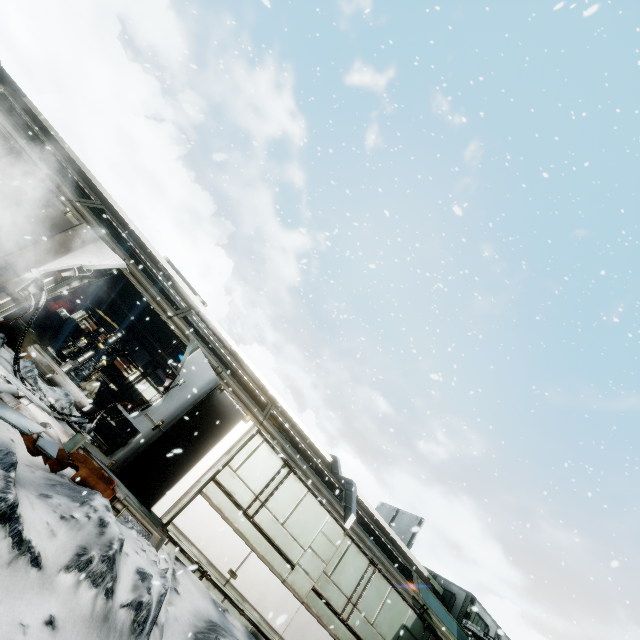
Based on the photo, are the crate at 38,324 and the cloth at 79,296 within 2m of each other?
yes

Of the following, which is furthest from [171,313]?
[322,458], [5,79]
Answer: [5,79]

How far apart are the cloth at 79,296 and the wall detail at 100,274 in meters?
9.5 m

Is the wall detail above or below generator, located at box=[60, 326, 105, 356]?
above

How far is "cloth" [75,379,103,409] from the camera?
12.24m

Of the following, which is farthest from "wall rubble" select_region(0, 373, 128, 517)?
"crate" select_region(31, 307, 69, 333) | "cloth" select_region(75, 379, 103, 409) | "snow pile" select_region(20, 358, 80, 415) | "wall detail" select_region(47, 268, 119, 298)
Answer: "crate" select_region(31, 307, 69, 333)

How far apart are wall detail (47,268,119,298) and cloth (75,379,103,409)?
6.23m

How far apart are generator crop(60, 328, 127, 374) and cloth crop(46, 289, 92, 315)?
3.37m
